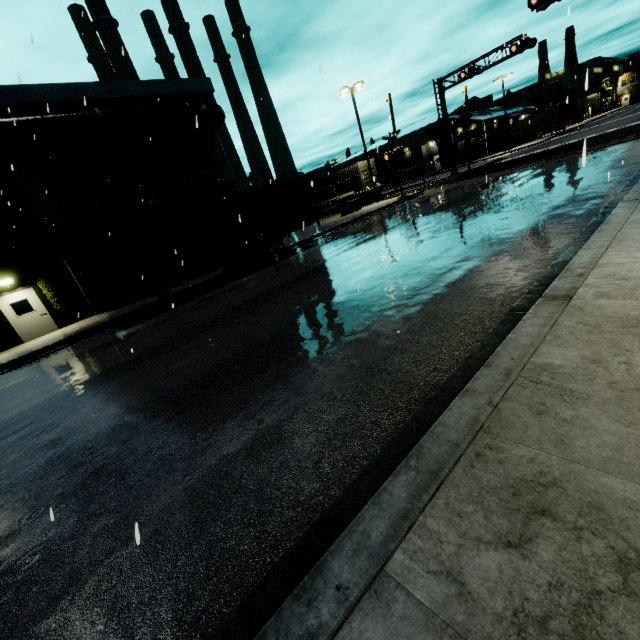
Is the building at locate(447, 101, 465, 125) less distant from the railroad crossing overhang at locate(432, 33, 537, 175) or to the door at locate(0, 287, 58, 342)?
the door at locate(0, 287, 58, 342)

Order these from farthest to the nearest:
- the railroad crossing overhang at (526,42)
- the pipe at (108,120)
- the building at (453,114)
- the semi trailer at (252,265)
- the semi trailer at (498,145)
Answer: the semi trailer at (498,145) < the building at (453,114) < the railroad crossing overhang at (526,42) < the pipe at (108,120) < the semi trailer at (252,265)

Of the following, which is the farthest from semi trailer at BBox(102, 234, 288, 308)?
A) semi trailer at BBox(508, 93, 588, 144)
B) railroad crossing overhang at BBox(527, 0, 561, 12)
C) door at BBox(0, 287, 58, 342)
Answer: semi trailer at BBox(508, 93, 588, 144)

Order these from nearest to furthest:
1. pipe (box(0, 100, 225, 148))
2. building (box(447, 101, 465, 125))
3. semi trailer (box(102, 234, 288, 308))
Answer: semi trailer (box(102, 234, 288, 308))
pipe (box(0, 100, 225, 148))
building (box(447, 101, 465, 125))

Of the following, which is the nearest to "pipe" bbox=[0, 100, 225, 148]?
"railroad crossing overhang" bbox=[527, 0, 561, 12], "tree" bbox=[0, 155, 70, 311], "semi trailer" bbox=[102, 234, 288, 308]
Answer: "tree" bbox=[0, 155, 70, 311]

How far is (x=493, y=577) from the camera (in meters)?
1.63

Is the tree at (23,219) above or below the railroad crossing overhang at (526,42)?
below

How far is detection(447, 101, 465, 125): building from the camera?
52.6m
